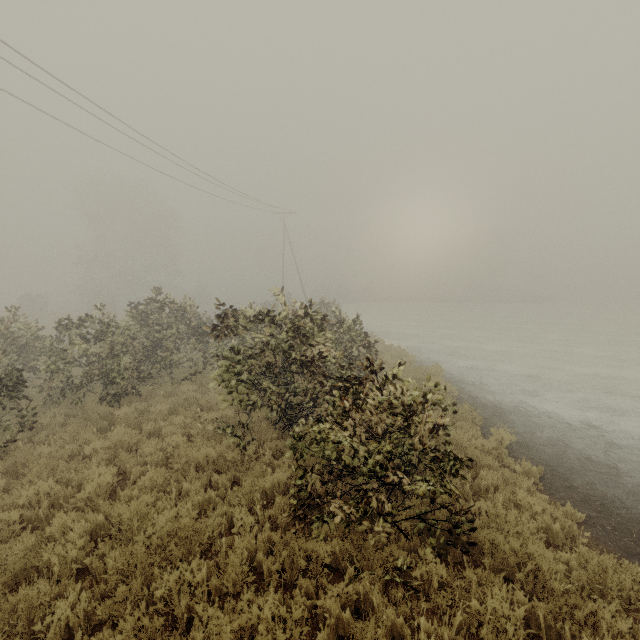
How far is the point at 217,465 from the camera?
7.2m
